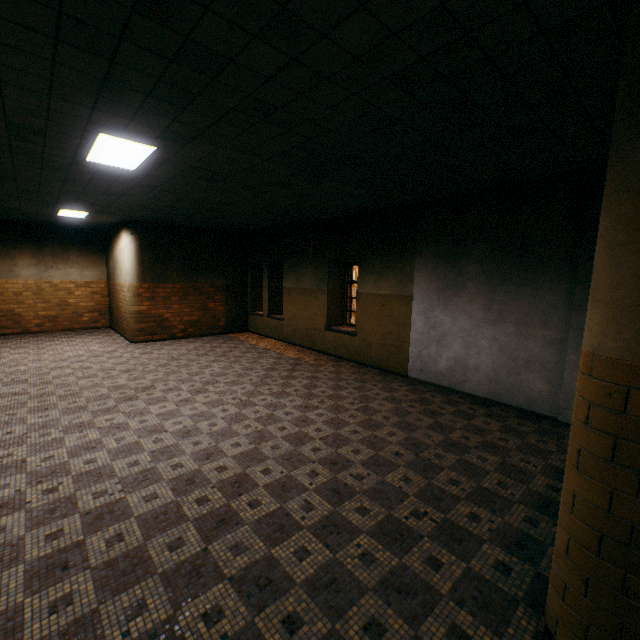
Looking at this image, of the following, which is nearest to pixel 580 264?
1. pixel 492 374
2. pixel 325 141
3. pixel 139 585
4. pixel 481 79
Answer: pixel 492 374

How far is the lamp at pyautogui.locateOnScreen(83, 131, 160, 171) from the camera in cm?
394

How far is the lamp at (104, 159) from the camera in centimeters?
394cm
